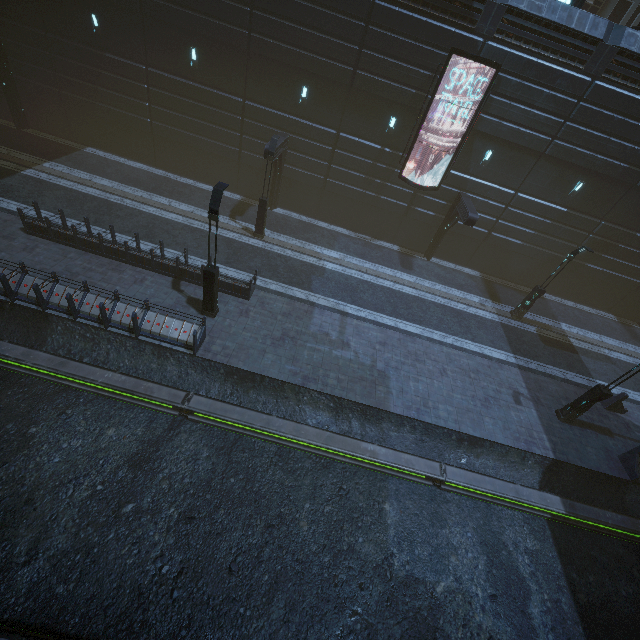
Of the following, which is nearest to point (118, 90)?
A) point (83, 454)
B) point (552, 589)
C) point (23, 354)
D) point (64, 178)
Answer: point (64, 178)

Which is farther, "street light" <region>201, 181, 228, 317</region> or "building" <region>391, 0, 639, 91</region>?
"building" <region>391, 0, 639, 91</region>

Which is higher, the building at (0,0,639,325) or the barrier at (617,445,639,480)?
the building at (0,0,639,325)

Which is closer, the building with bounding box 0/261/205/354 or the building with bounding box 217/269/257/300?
the building with bounding box 0/261/205/354

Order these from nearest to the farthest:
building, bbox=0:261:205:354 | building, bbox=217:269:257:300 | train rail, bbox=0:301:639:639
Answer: train rail, bbox=0:301:639:639 → building, bbox=0:261:205:354 → building, bbox=217:269:257:300

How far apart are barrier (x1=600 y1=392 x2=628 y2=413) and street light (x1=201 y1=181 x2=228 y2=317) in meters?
20.2

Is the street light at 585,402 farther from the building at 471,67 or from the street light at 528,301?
the street light at 528,301

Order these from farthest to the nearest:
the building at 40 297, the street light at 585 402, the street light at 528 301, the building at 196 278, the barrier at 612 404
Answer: the street light at 528 301
the barrier at 612 404
the building at 196 278
the street light at 585 402
the building at 40 297
